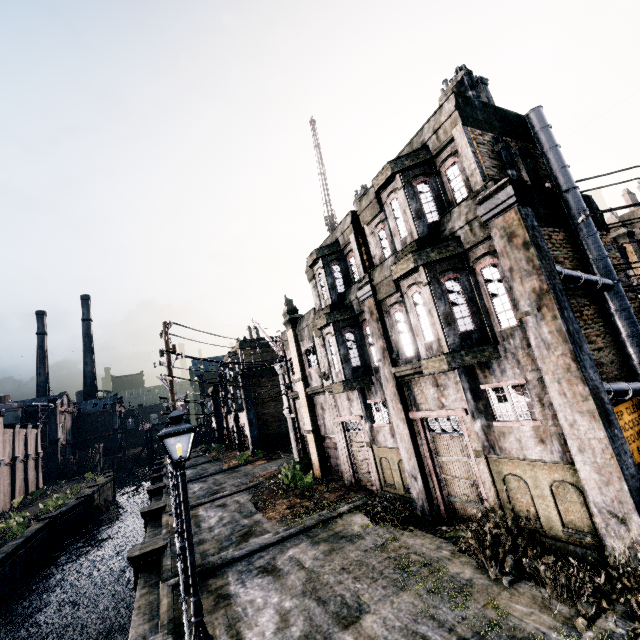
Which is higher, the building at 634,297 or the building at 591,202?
the building at 591,202

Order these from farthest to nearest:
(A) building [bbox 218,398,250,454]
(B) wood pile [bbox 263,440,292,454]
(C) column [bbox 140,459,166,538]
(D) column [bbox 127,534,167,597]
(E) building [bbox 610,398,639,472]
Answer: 1. (A) building [bbox 218,398,250,454]
2. (B) wood pile [bbox 263,440,292,454]
3. (C) column [bbox 140,459,166,538]
4. (D) column [bbox 127,534,167,597]
5. (E) building [bbox 610,398,639,472]

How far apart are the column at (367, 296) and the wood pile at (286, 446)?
25.5 meters

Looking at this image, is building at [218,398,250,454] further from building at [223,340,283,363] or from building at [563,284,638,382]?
building at [563,284,638,382]

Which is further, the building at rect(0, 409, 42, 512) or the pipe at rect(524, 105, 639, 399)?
the building at rect(0, 409, 42, 512)

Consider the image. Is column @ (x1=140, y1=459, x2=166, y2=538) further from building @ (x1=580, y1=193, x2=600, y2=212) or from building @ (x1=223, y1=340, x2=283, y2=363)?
building @ (x1=580, y1=193, x2=600, y2=212)

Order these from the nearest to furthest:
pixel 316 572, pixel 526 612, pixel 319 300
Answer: pixel 526 612
pixel 316 572
pixel 319 300

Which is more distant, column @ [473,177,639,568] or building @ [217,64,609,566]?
building @ [217,64,609,566]
